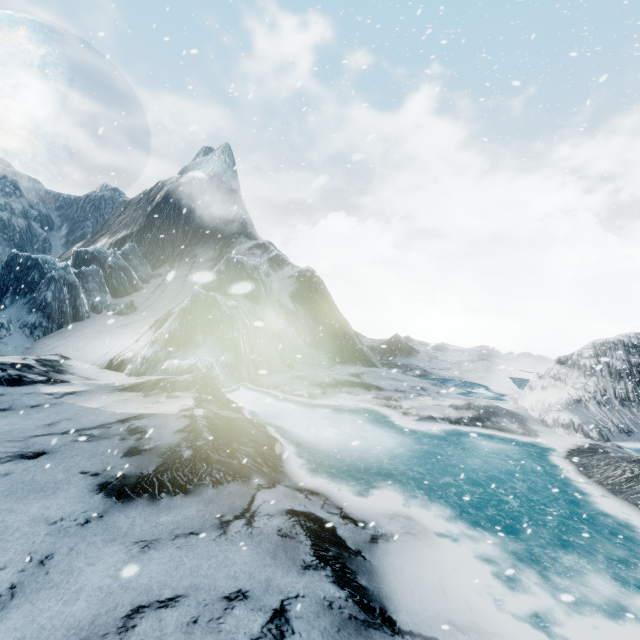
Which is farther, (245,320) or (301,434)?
(245,320)
